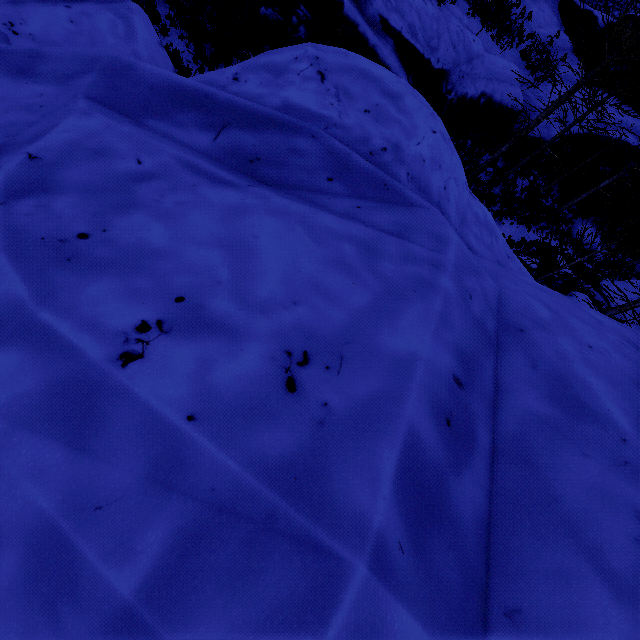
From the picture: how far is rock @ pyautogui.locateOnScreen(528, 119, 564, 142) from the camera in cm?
1534

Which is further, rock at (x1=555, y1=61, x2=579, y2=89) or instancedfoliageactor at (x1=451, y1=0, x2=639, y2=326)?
rock at (x1=555, y1=61, x2=579, y2=89)

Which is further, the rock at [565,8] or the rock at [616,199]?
the rock at [616,199]

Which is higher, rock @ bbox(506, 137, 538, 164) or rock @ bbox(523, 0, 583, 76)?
rock @ bbox(523, 0, 583, 76)

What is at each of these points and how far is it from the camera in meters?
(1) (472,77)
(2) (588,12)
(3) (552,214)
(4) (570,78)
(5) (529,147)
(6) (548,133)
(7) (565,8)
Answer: (1) rock, 12.8
(2) rock, 18.4
(3) instancedfoliageactor, 18.2
(4) rock, 18.0
(5) rock, 15.7
(6) rock, 15.4
(7) rock, 19.1

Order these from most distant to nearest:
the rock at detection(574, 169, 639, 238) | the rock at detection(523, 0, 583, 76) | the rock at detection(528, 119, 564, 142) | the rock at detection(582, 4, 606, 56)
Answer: the rock at detection(574, 169, 639, 238)
the rock at detection(582, 4, 606, 56)
the rock at detection(523, 0, 583, 76)
the rock at detection(528, 119, 564, 142)
